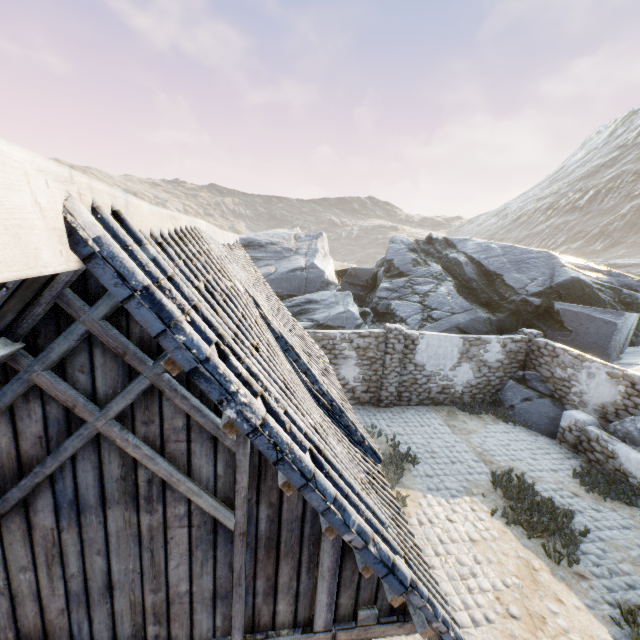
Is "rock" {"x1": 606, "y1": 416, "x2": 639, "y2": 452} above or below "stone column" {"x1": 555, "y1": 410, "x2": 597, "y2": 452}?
above

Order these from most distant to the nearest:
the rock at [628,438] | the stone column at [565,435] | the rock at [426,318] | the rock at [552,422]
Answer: the rock at [426,318] → the rock at [552,422] → the stone column at [565,435] → the rock at [628,438]

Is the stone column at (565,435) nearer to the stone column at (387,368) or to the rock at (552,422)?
the rock at (552,422)

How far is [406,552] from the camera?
2.63m

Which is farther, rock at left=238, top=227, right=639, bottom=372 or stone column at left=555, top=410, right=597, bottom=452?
rock at left=238, top=227, right=639, bottom=372

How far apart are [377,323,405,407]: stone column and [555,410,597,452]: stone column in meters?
5.5

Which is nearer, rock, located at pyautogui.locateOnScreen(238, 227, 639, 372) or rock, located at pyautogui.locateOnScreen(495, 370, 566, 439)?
rock, located at pyautogui.locateOnScreen(495, 370, 566, 439)

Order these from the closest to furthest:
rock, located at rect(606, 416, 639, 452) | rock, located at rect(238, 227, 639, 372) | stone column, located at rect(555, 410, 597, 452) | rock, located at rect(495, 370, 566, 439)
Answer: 1. rock, located at rect(606, 416, 639, 452)
2. stone column, located at rect(555, 410, 597, 452)
3. rock, located at rect(495, 370, 566, 439)
4. rock, located at rect(238, 227, 639, 372)
